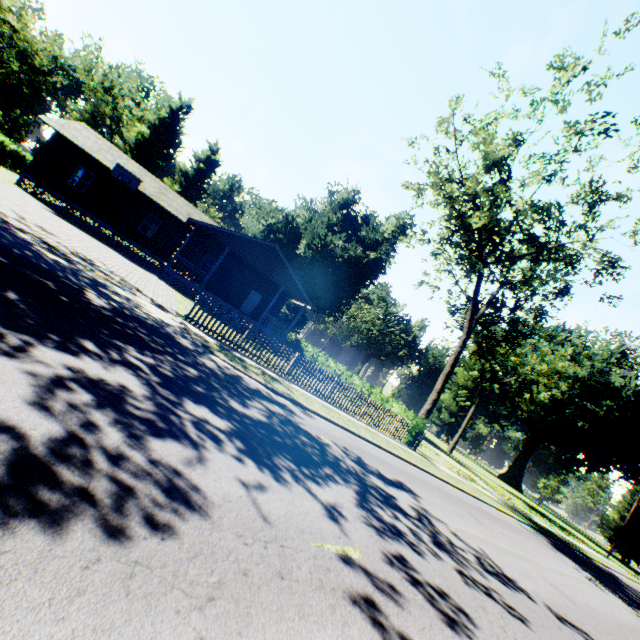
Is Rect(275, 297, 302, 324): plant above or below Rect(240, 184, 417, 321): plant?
below

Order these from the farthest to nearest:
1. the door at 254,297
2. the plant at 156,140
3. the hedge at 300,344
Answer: the plant at 156,140, the door at 254,297, the hedge at 300,344

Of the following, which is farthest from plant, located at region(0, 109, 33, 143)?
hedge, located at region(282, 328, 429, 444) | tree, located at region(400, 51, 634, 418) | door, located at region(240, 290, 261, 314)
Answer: door, located at region(240, 290, 261, 314)

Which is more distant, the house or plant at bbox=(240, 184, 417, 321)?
plant at bbox=(240, 184, 417, 321)

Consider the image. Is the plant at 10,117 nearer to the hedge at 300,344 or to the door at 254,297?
the hedge at 300,344

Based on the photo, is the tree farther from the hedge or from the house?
the house

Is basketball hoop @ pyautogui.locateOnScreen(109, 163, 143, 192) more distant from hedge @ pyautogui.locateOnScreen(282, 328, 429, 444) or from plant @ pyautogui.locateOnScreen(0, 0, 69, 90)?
plant @ pyautogui.locateOnScreen(0, 0, 69, 90)

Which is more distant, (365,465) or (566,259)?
(566,259)
